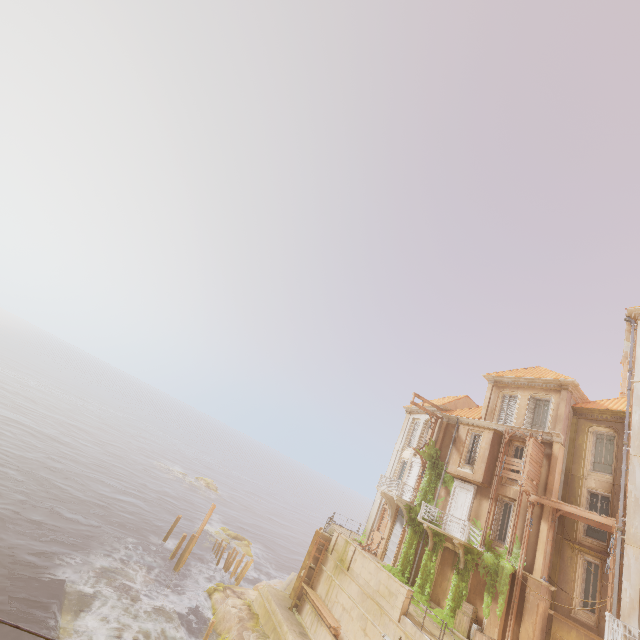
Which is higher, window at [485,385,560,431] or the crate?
window at [485,385,560,431]

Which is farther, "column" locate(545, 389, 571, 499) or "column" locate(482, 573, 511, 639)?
"column" locate(545, 389, 571, 499)

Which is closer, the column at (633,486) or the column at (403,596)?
the column at (633,486)

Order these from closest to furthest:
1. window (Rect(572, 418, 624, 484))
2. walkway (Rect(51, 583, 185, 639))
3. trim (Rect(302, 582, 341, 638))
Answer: walkway (Rect(51, 583, 185, 639))
trim (Rect(302, 582, 341, 638))
window (Rect(572, 418, 624, 484))

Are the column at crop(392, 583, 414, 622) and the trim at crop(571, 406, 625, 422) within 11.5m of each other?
no

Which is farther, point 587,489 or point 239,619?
point 239,619

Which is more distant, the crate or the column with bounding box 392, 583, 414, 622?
the crate

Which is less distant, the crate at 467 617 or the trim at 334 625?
the crate at 467 617
